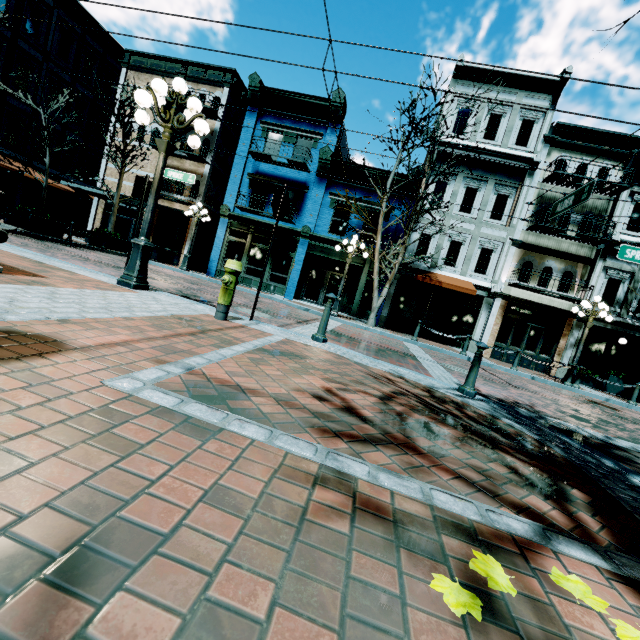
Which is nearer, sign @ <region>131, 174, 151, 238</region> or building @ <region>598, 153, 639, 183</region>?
sign @ <region>131, 174, 151, 238</region>

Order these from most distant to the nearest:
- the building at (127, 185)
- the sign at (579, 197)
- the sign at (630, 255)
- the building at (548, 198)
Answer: the building at (127, 185), the building at (548, 198), the sign at (630, 255), the sign at (579, 197)

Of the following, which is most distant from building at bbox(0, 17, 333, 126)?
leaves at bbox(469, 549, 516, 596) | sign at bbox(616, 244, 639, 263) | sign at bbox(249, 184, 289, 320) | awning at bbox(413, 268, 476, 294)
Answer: leaves at bbox(469, 549, 516, 596)

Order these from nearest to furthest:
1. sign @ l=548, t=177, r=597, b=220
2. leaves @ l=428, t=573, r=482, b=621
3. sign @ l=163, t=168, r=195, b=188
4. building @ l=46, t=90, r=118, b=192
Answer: leaves @ l=428, t=573, r=482, b=621
sign @ l=163, t=168, r=195, b=188
sign @ l=548, t=177, r=597, b=220
building @ l=46, t=90, r=118, b=192

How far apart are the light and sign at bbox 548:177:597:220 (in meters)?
8.01

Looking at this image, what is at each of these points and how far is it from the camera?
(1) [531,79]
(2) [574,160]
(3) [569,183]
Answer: (1) building, 16.00m
(2) building, 15.00m
(3) building, 15.86m

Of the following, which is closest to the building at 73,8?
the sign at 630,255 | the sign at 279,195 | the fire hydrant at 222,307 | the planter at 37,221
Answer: the planter at 37,221

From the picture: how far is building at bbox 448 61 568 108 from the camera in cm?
1593
